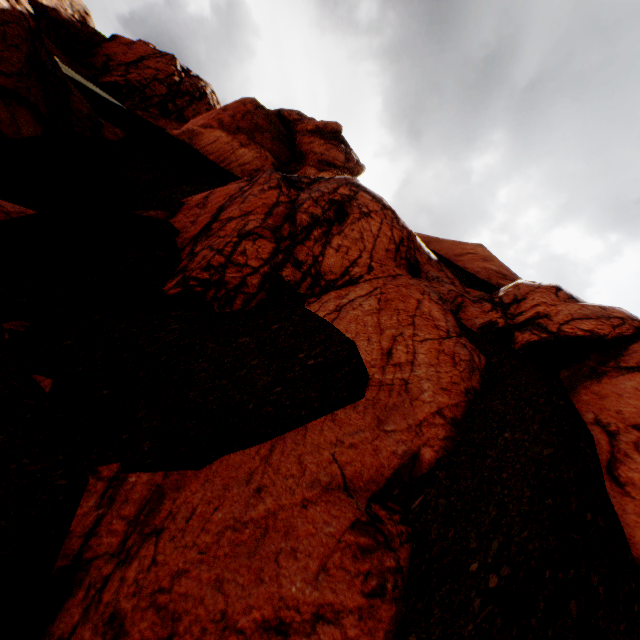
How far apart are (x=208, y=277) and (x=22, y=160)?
6.5 meters

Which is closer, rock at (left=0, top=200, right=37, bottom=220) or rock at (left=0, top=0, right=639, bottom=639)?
rock at (left=0, top=0, right=639, bottom=639)

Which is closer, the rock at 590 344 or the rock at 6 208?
the rock at 590 344
